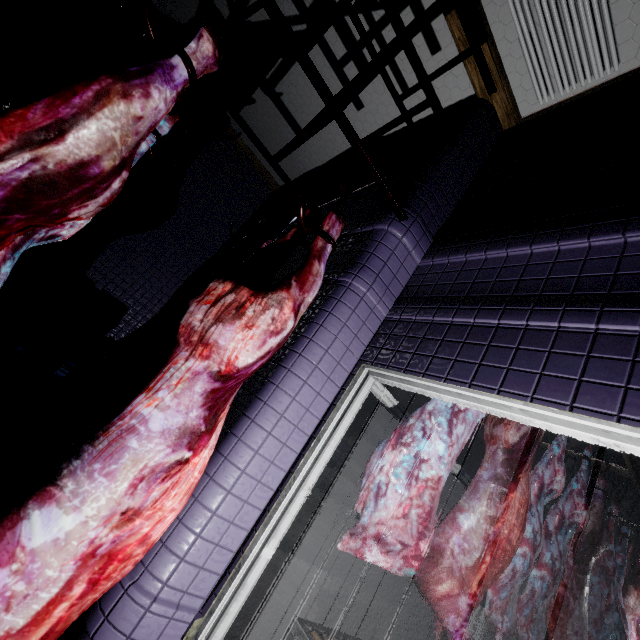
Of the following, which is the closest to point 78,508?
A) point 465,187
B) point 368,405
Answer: point 465,187

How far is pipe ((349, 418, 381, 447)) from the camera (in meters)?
5.76

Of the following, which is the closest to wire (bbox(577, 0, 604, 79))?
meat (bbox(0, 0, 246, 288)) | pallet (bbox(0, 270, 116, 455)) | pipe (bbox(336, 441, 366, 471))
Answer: meat (bbox(0, 0, 246, 288))

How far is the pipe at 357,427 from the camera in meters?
5.8 m

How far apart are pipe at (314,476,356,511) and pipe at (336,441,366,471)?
0.1m

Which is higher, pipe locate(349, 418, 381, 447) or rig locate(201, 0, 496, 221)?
rig locate(201, 0, 496, 221)

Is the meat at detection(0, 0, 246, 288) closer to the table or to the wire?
the table

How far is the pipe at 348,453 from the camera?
5.62m
